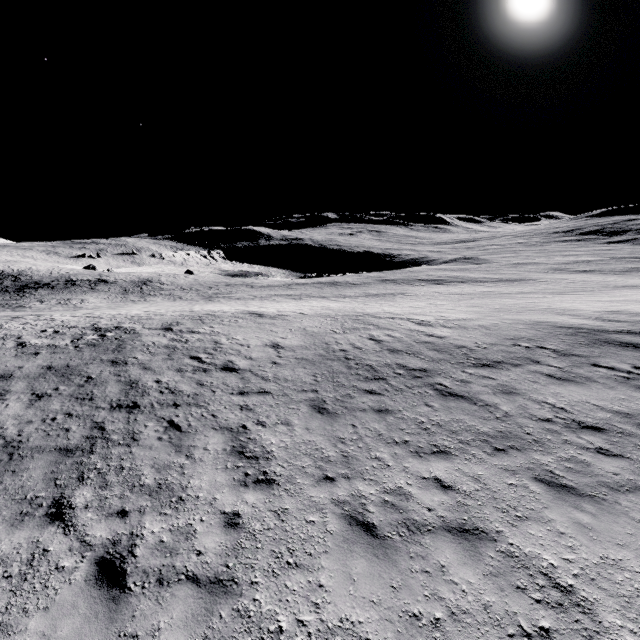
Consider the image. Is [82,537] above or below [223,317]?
above
